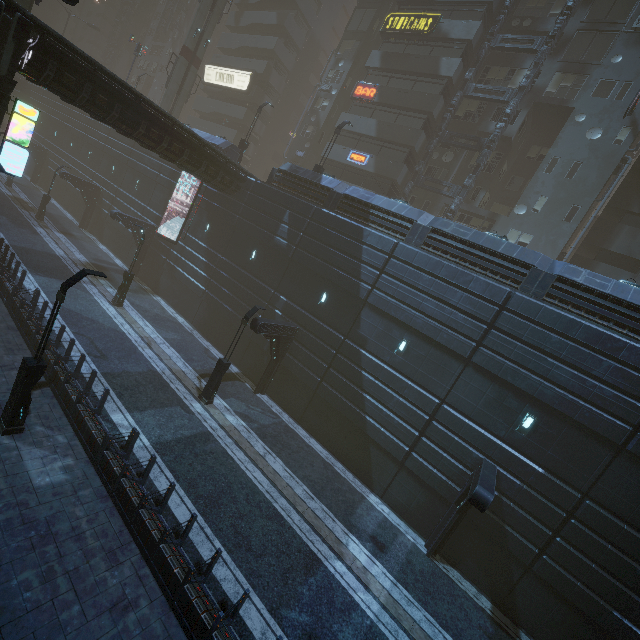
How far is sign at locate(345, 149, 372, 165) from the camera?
29.3 meters

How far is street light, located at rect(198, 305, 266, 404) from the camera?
15.8 meters

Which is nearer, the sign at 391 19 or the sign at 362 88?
the sign at 391 19

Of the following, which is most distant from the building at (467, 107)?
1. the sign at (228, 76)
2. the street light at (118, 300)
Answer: the street light at (118, 300)

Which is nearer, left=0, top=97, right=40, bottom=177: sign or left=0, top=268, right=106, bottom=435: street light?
left=0, top=268, right=106, bottom=435: street light

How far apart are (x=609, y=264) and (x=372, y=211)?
19.4m

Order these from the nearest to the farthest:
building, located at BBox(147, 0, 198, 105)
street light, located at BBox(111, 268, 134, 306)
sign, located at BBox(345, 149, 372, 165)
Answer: street light, located at BBox(111, 268, 134, 306) → sign, located at BBox(345, 149, 372, 165) → building, located at BBox(147, 0, 198, 105)

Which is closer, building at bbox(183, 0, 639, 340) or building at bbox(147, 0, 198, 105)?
building at bbox(183, 0, 639, 340)
